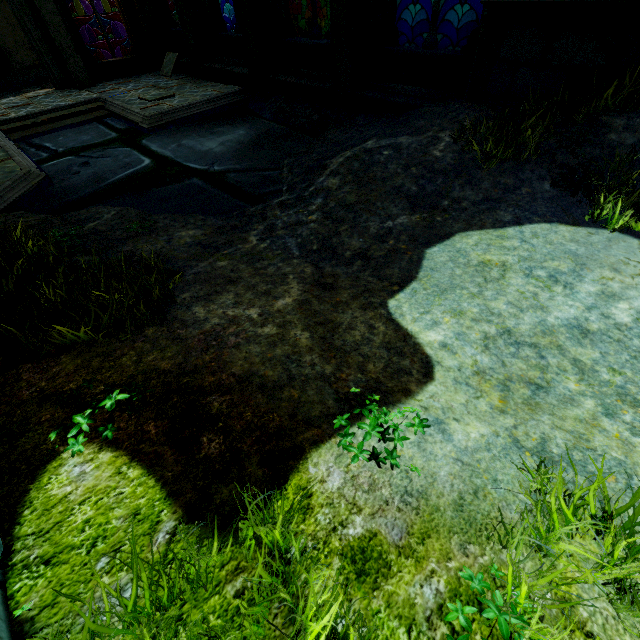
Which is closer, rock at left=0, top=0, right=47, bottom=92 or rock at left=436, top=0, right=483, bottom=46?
rock at left=0, top=0, right=47, bottom=92

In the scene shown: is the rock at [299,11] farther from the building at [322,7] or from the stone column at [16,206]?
the stone column at [16,206]

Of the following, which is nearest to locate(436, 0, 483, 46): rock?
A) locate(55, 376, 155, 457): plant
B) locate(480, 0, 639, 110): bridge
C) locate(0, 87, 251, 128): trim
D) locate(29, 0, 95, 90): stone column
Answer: locate(29, 0, 95, 90): stone column

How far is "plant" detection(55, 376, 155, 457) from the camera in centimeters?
189cm

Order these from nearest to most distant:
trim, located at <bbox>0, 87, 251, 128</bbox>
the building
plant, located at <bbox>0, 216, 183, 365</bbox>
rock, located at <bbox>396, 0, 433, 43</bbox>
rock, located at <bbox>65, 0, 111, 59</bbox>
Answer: plant, located at <bbox>0, 216, 183, 365</bbox>
trim, located at <bbox>0, 87, 251, 128</bbox>
rock, located at <bbox>396, 0, 433, 43</bbox>
rock, located at <bbox>65, 0, 111, 59</bbox>
the building

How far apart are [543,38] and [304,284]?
4.93m

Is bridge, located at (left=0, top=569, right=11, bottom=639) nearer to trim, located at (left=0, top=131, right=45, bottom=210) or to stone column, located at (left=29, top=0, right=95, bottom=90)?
trim, located at (left=0, top=131, right=45, bottom=210)

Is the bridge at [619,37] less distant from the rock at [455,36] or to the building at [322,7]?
the building at [322,7]
